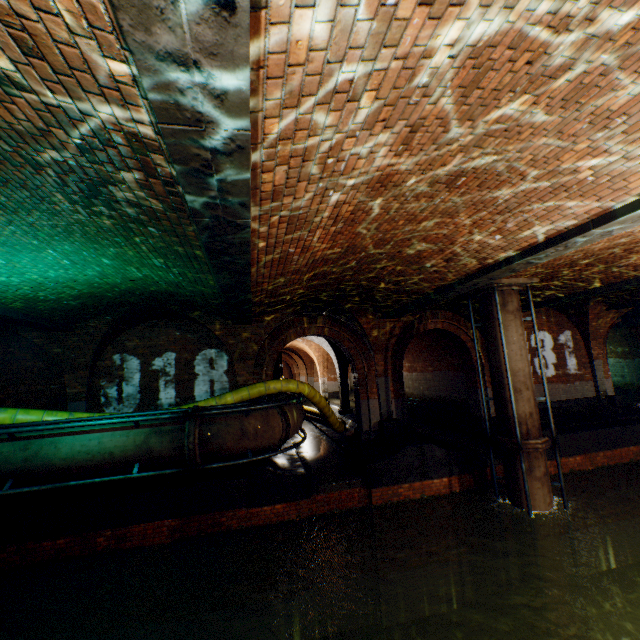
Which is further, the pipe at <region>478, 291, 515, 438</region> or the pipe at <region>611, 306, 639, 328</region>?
the pipe at <region>611, 306, 639, 328</region>

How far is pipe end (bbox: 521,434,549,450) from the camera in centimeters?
809cm

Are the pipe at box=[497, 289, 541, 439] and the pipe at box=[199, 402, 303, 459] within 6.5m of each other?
yes

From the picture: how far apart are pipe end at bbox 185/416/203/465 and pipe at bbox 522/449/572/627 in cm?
762

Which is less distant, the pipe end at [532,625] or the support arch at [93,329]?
the pipe end at [532,625]

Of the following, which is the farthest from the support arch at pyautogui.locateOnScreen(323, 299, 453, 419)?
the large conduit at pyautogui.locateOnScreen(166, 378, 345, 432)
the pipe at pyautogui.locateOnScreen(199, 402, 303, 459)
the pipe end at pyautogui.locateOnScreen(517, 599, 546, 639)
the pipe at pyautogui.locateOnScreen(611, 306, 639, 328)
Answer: the pipe at pyautogui.locateOnScreen(611, 306, 639, 328)

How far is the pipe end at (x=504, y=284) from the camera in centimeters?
860cm

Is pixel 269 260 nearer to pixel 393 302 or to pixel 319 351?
pixel 393 302
